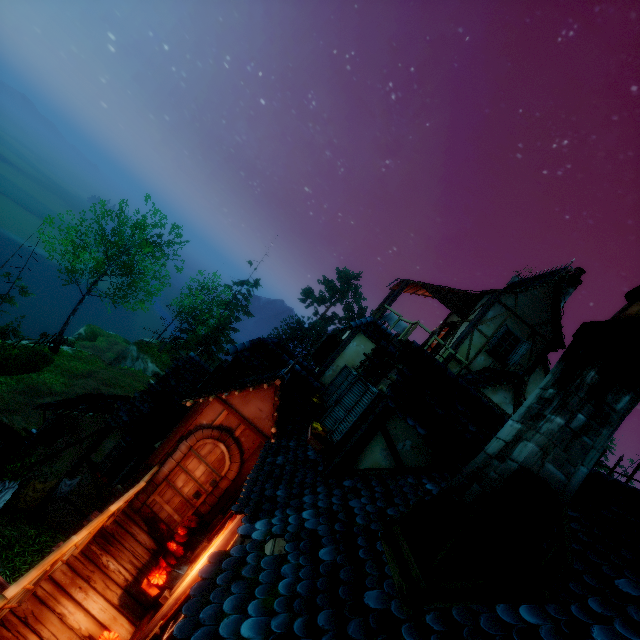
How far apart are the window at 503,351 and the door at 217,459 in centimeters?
1031cm

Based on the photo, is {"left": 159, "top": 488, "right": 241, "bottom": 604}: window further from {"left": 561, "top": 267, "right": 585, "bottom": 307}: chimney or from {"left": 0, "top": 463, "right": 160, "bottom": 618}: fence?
{"left": 561, "top": 267, "right": 585, "bottom": 307}: chimney

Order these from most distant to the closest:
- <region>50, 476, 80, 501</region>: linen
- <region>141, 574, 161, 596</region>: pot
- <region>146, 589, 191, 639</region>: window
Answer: <region>50, 476, 80, 501</region>: linen, <region>141, 574, 161, 596</region>: pot, <region>146, 589, 191, 639</region>: window

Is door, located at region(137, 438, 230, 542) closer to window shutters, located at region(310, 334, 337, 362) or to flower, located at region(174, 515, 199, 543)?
flower, located at region(174, 515, 199, 543)

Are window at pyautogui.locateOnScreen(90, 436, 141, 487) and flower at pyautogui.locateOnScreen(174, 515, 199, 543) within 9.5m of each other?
yes

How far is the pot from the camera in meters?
4.9

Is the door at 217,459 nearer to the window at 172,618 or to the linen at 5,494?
the window at 172,618

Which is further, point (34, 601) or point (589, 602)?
point (34, 601)
